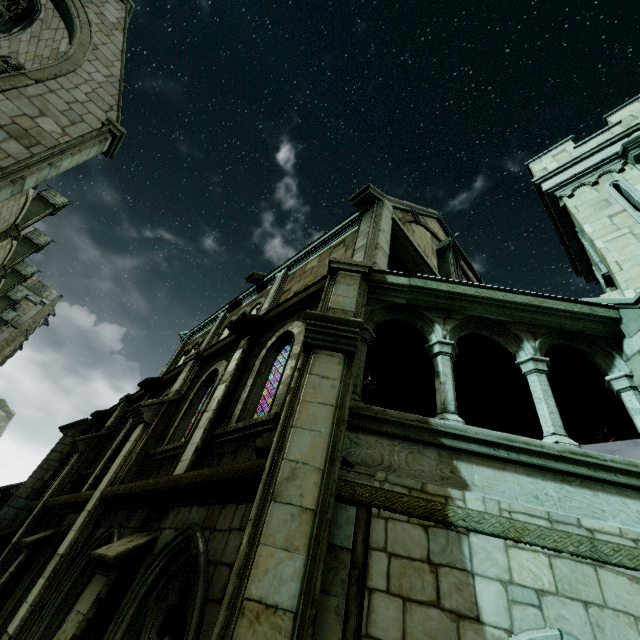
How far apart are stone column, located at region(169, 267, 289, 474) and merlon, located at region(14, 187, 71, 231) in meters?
25.0 m

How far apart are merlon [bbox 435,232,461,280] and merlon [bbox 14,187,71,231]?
27.3 meters

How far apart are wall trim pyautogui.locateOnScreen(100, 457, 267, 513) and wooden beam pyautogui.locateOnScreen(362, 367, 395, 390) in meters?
4.2

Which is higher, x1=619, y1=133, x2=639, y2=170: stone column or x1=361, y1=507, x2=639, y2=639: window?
x1=619, y1=133, x2=639, y2=170: stone column

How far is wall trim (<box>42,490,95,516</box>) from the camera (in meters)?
6.68

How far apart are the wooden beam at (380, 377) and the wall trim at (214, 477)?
Result: 4.2m

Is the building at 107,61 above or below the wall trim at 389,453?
above

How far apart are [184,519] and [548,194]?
11.6 meters
